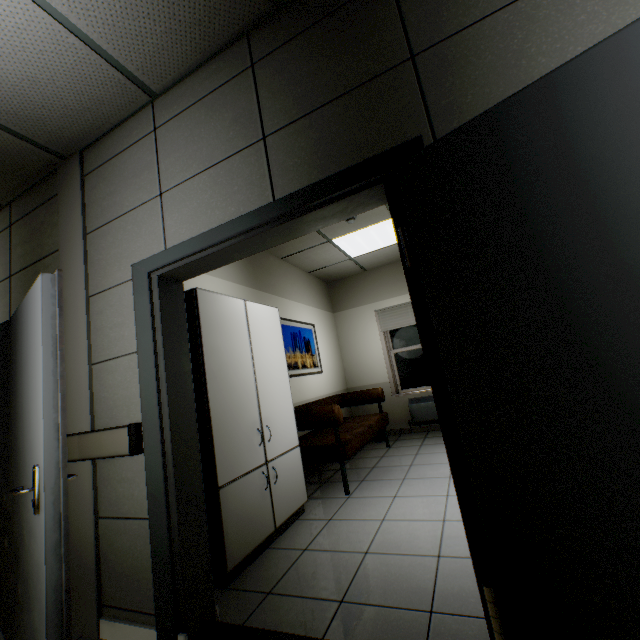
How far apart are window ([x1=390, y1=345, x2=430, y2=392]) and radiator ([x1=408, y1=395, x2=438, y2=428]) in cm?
17

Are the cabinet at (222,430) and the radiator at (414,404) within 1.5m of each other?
no

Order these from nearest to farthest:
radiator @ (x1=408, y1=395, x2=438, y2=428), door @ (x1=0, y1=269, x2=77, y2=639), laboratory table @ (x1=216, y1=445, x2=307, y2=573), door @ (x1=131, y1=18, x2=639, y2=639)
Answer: door @ (x1=131, y1=18, x2=639, y2=639) → door @ (x1=0, y1=269, x2=77, y2=639) → laboratory table @ (x1=216, y1=445, x2=307, y2=573) → radiator @ (x1=408, y1=395, x2=438, y2=428)

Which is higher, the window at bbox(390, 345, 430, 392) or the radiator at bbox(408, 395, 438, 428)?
the window at bbox(390, 345, 430, 392)

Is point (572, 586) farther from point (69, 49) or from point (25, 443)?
point (69, 49)

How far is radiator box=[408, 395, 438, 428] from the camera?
5.8m

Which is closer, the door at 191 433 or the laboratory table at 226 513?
the door at 191 433

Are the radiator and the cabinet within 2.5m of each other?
no
